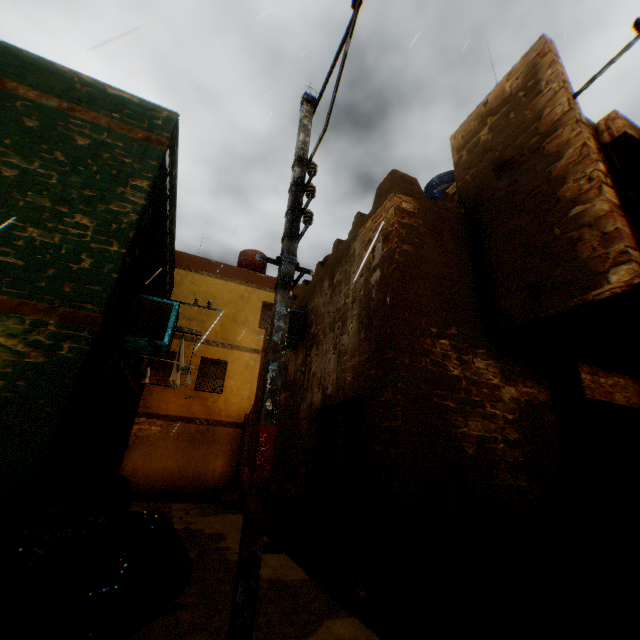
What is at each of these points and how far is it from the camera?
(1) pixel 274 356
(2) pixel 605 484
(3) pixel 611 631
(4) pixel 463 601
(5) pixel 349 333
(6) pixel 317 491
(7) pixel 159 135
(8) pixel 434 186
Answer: (1) electric pole, 3.07m
(2) shutter, 4.79m
(3) trash bag, 3.30m
(4) wooden pallet, 3.15m
(5) building, 5.75m
(6) door frame, 5.52m
(7) building, 5.31m
(8) water tank, 9.91m

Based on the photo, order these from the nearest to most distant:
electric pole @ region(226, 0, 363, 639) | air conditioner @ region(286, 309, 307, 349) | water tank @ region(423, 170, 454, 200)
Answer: electric pole @ region(226, 0, 363, 639)
air conditioner @ region(286, 309, 307, 349)
water tank @ region(423, 170, 454, 200)

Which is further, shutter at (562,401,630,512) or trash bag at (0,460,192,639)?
A: shutter at (562,401,630,512)

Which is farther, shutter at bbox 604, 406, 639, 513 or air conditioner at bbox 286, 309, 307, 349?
air conditioner at bbox 286, 309, 307, 349

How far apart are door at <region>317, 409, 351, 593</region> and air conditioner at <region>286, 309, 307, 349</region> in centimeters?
74cm

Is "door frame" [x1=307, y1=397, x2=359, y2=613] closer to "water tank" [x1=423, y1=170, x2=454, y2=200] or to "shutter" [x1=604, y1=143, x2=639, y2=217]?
"shutter" [x1=604, y1=143, x2=639, y2=217]

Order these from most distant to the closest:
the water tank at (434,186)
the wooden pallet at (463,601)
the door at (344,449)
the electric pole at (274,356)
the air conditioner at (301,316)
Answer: the water tank at (434,186) → the air conditioner at (301,316) → the door at (344,449) → the wooden pallet at (463,601) → the electric pole at (274,356)

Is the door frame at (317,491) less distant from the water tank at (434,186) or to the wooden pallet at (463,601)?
the wooden pallet at (463,601)
